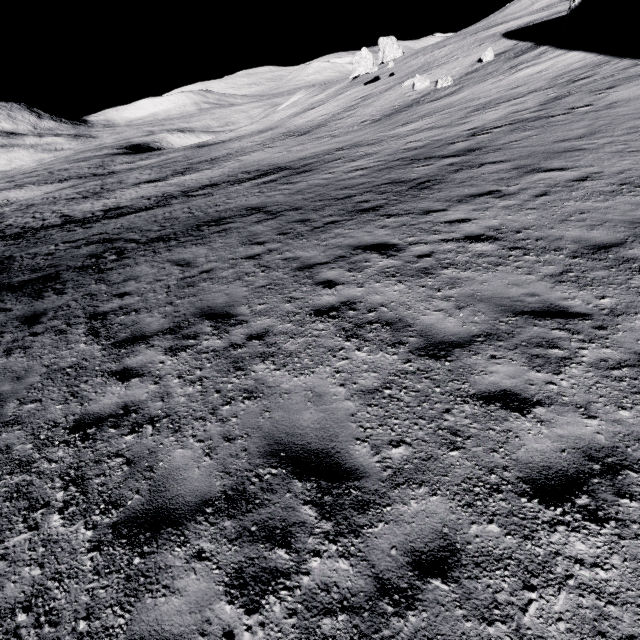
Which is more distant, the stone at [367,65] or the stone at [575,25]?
the stone at [367,65]

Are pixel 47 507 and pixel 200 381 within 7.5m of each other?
yes

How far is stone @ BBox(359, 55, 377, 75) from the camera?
47.28m

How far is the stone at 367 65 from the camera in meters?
47.3

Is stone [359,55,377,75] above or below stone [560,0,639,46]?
above

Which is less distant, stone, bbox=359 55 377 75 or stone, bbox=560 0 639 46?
stone, bbox=560 0 639 46
